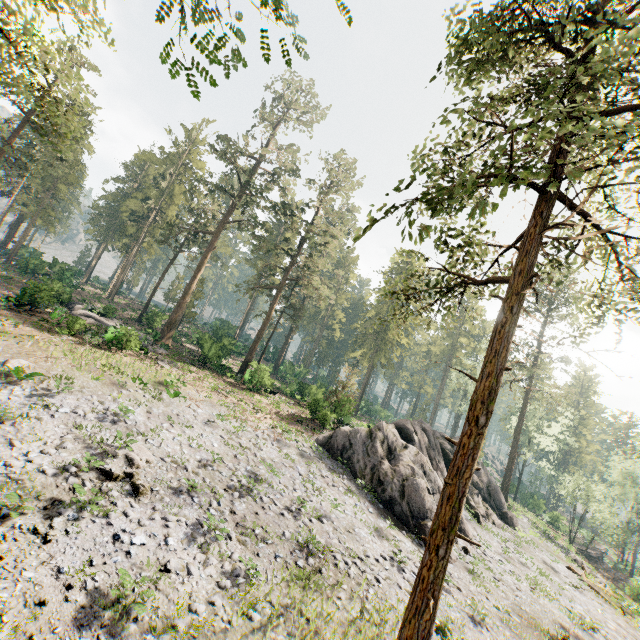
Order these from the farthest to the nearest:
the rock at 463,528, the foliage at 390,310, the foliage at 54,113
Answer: the rock at 463,528, the foliage at 54,113, the foliage at 390,310

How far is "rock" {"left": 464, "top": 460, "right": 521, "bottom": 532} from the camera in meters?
27.4

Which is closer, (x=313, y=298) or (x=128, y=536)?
(x=128, y=536)

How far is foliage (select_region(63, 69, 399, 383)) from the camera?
36.53m

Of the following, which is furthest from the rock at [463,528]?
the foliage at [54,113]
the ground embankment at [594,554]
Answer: the ground embankment at [594,554]

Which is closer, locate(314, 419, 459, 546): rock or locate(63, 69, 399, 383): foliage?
locate(314, 419, 459, 546): rock

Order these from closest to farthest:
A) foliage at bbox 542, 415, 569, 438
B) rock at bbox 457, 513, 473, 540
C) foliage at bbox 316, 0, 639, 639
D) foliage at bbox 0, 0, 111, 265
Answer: foliage at bbox 316, 0, 639, 639
foliage at bbox 0, 0, 111, 265
rock at bbox 457, 513, 473, 540
foliage at bbox 542, 415, 569, 438

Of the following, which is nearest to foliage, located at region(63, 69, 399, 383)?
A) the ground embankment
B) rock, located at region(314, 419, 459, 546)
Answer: rock, located at region(314, 419, 459, 546)
